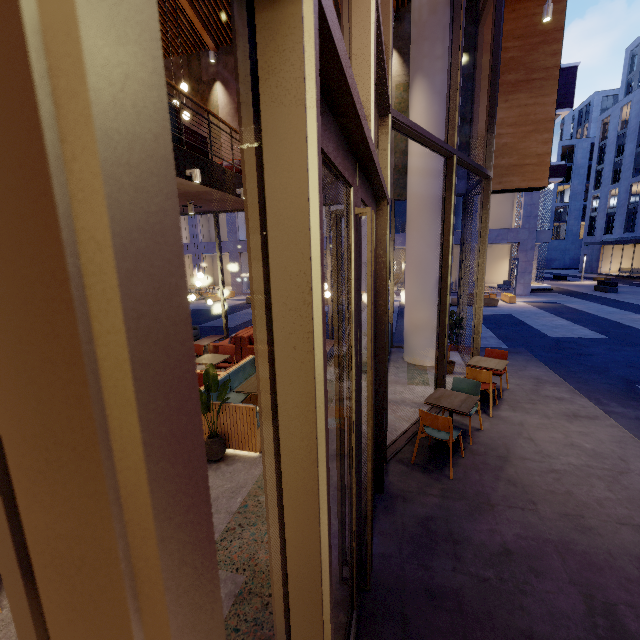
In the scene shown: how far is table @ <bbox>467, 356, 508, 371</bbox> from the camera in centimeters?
618cm

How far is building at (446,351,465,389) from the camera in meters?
7.5

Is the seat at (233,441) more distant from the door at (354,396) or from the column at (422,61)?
the column at (422,61)

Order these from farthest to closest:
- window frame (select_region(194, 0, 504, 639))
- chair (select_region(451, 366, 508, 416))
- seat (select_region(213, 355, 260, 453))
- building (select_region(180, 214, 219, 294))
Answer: building (select_region(180, 214, 219, 294)), chair (select_region(451, 366, 508, 416)), seat (select_region(213, 355, 260, 453)), window frame (select_region(194, 0, 504, 639))

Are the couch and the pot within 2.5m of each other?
no

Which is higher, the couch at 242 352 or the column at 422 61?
the column at 422 61

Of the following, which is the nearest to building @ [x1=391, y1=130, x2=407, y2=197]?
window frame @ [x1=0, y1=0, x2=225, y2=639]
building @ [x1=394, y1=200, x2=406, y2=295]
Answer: window frame @ [x1=0, y1=0, x2=225, y2=639]

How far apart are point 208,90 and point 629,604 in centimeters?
1382cm
